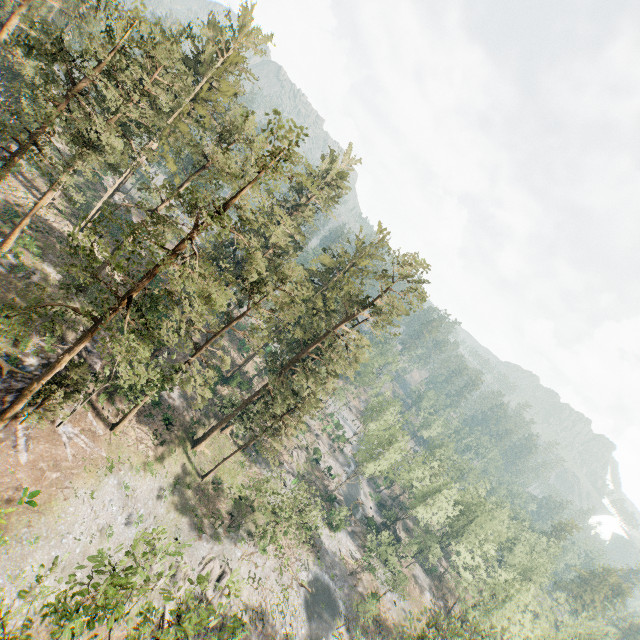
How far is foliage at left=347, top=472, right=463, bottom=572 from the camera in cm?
4594

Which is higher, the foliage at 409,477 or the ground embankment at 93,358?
the foliage at 409,477

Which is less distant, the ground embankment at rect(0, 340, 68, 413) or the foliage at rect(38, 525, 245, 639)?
the foliage at rect(38, 525, 245, 639)

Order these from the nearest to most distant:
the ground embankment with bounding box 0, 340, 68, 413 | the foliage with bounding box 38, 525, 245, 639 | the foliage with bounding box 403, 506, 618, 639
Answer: the foliage with bounding box 38, 525, 245, 639 → the ground embankment with bounding box 0, 340, 68, 413 → the foliage with bounding box 403, 506, 618, 639

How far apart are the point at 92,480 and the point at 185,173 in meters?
30.0 m

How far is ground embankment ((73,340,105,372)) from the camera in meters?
30.3 m
